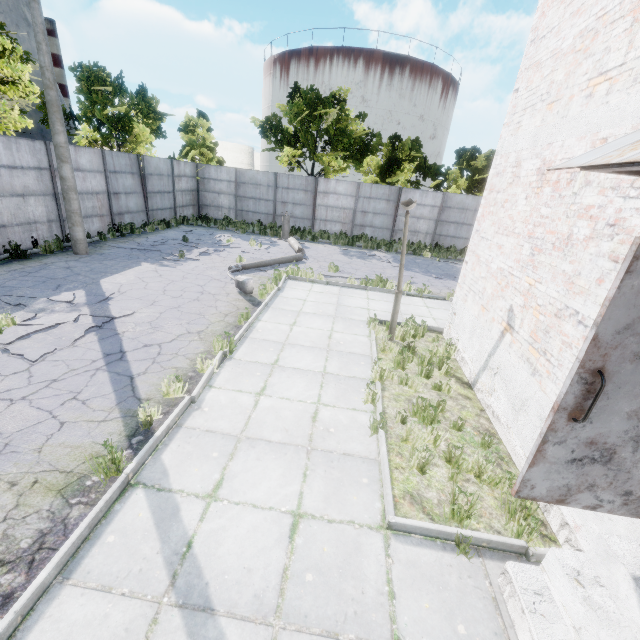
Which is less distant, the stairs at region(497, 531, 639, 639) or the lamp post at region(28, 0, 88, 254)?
the stairs at region(497, 531, 639, 639)

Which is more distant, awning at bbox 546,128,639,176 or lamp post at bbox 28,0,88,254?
lamp post at bbox 28,0,88,254

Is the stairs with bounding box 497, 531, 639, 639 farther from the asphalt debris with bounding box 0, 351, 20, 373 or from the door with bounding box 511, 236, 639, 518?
the asphalt debris with bounding box 0, 351, 20, 373

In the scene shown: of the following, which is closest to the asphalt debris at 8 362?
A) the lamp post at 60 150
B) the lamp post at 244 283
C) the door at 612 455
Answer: the lamp post at 244 283

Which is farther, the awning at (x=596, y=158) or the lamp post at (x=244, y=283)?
the lamp post at (x=244, y=283)

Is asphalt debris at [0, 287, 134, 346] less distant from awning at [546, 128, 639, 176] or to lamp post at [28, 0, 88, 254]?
lamp post at [28, 0, 88, 254]

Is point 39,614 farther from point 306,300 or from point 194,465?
point 306,300

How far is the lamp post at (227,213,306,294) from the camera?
9.62m
